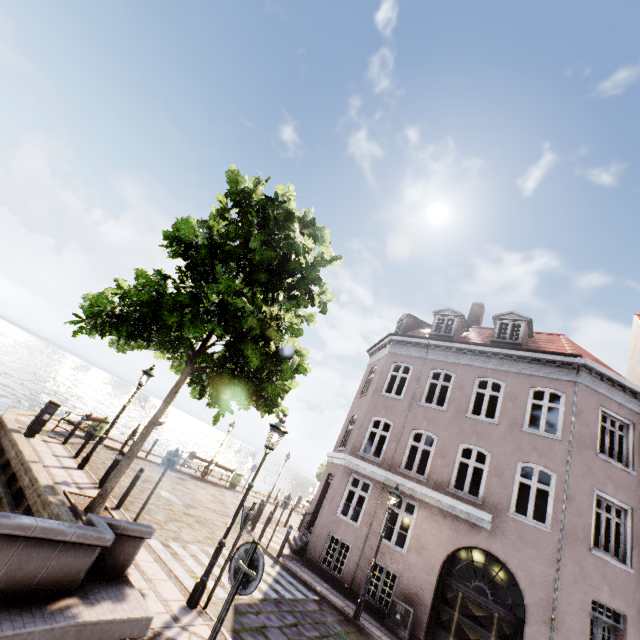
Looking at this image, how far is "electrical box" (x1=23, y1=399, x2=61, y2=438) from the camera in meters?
11.1

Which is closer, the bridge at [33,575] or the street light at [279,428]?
the bridge at [33,575]

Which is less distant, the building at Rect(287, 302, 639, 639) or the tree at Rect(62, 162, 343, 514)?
the tree at Rect(62, 162, 343, 514)

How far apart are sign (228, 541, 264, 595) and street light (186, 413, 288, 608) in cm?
284

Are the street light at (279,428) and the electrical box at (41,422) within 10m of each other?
yes

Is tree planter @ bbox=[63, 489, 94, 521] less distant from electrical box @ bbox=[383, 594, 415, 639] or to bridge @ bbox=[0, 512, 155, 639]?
bridge @ bbox=[0, 512, 155, 639]

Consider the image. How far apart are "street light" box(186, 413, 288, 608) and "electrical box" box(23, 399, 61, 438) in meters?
9.0 m

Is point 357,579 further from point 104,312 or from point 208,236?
point 208,236
